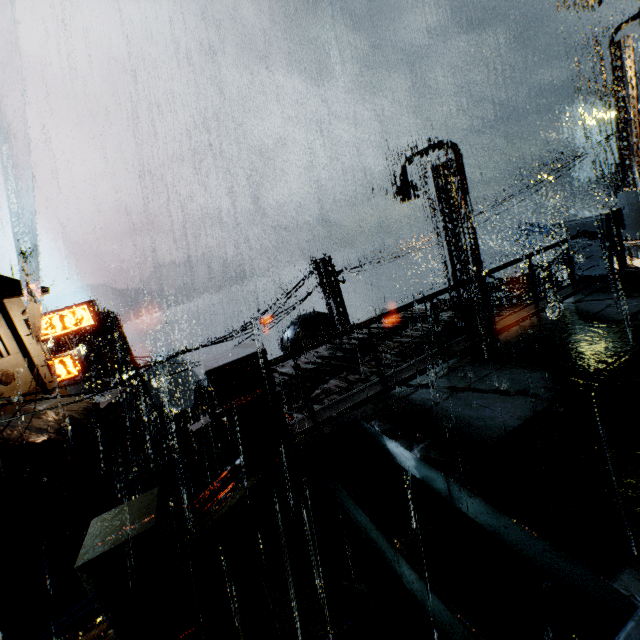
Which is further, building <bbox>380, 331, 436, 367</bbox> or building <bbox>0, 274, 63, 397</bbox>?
building <bbox>0, 274, 63, 397</bbox>

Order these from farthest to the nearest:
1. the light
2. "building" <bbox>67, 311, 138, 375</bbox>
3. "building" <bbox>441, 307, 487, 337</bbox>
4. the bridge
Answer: "building" <bbox>67, 311, 138, 375</bbox> → the light → "building" <bbox>441, 307, 487, 337</bbox> → the bridge

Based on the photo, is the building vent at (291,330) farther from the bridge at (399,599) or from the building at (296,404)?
the bridge at (399,599)

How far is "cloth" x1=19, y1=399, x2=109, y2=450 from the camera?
16.3 meters

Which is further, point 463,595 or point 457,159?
point 457,159

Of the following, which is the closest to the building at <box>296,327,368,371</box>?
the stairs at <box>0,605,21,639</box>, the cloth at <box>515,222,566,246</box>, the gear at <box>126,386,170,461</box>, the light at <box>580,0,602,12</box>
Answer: the stairs at <box>0,605,21,639</box>

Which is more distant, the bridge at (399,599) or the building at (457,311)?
the building at (457,311)

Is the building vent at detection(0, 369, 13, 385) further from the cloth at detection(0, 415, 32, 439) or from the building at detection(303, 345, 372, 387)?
the cloth at detection(0, 415, 32, 439)
